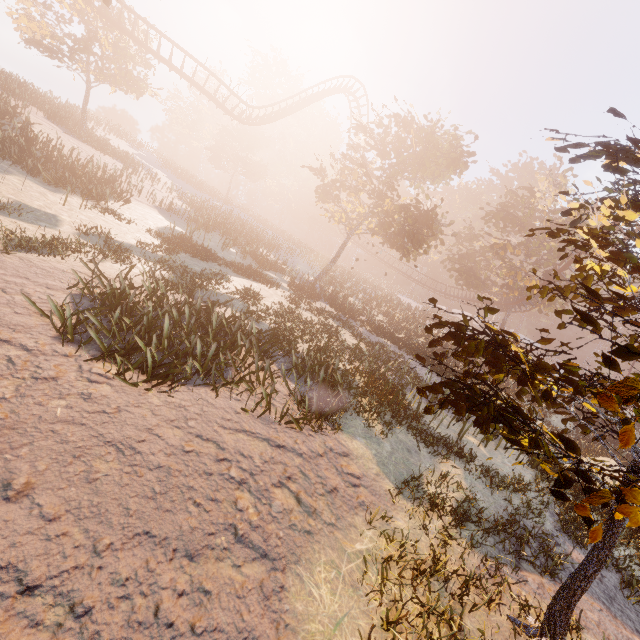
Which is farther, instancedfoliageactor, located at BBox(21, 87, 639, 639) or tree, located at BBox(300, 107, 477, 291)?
tree, located at BBox(300, 107, 477, 291)

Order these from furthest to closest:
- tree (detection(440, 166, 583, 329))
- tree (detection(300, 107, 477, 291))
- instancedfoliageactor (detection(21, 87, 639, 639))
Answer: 1. tree (detection(440, 166, 583, 329))
2. tree (detection(300, 107, 477, 291))
3. instancedfoliageactor (detection(21, 87, 639, 639))

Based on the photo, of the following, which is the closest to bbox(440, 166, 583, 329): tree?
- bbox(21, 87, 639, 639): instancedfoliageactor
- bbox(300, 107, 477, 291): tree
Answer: bbox(300, 107, 477, 291): tree

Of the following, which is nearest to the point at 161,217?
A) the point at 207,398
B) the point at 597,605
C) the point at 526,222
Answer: the point at 207,398

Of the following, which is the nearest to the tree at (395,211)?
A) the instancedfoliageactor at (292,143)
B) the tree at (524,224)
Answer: the tree at (524,224)

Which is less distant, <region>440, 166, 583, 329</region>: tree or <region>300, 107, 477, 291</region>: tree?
<region>300, 107, 477, 291</region>: tree

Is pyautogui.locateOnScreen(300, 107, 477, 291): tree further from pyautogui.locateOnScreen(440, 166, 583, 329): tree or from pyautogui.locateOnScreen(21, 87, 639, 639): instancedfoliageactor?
pyautogui.locateOnScreen(21, 87, 639, 639): instancedfoliageactor
